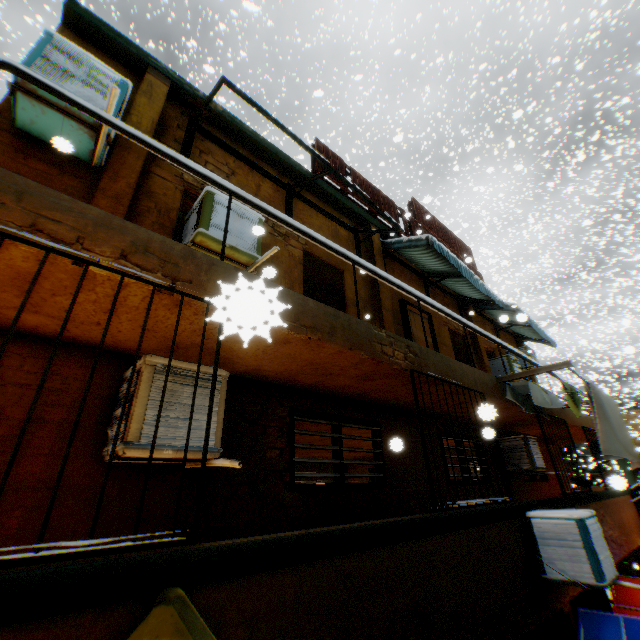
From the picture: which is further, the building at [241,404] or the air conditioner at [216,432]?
the air conditioner at [216,432]

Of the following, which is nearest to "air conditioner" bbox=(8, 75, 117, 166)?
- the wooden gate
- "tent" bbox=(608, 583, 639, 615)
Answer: "tent" bbox=(608, 583, 639, 615)

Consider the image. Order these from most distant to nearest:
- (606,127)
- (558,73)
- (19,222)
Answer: A: (558,73), (606,127), (19,222)

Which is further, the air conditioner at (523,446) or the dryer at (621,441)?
the air conditioner at (523,446)

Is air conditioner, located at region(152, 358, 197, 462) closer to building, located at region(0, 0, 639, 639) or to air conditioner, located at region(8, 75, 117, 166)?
building, located at region(0, 0, 639, 639)

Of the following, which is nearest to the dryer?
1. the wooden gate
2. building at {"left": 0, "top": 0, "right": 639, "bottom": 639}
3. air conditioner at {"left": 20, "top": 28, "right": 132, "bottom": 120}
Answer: building at {"left": 0, "top": 0, "right": 639, "bottom": 639}

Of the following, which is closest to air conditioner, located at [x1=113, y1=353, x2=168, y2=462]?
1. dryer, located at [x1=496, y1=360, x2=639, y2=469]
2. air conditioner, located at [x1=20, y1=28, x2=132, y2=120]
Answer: dryer, located at [x1=496, y1=360, x2=639, y2=469]

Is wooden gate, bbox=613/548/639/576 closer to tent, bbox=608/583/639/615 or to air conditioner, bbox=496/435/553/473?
tent, bbox=608/583/639/615
